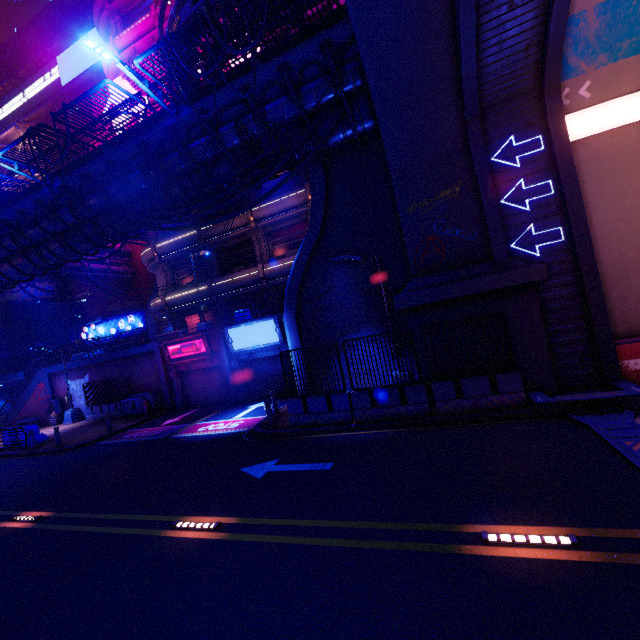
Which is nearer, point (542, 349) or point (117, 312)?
point (542, 349)

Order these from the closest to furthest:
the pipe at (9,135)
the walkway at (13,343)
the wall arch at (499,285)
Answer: the wall arch at (499,285)
the walkway at (13,343)
the pipe at (9,135)

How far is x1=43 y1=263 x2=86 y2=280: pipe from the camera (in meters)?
Answer: 32.06

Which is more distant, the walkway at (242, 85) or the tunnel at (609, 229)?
the walkway at (242, 85)

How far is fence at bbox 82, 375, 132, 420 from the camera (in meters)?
22.95

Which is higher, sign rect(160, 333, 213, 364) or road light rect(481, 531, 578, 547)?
sign rect(160, 333, 213, 364)

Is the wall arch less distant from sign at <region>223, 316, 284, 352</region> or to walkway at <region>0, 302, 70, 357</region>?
walkway at <region>0, 302, 70, 357</region>

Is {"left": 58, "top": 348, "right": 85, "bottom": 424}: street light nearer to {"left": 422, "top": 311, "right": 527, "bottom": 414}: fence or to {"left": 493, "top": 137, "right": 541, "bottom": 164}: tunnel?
{"left": 422, "top": 311, "right": 527, "bottom": 414}: fence
